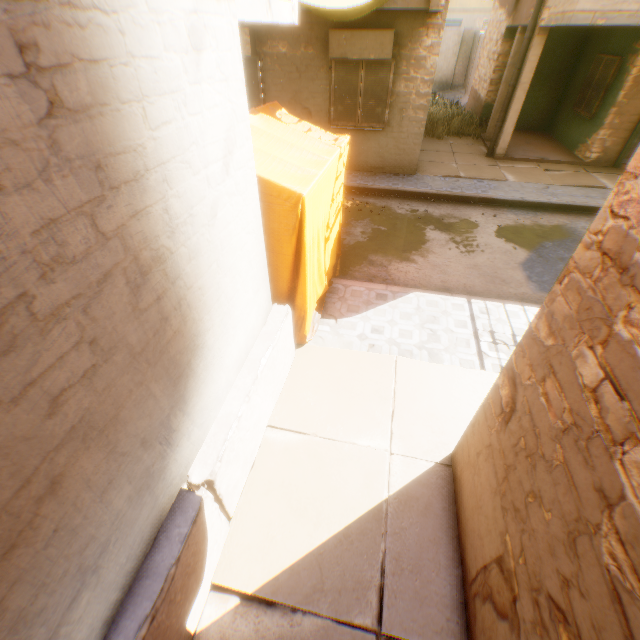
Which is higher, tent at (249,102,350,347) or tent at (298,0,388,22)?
tent at (298,0,388,22)

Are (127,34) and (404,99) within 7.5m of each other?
no

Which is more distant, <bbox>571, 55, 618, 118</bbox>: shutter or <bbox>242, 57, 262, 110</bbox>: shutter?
<bbox>571, 55, 618, 118</bbox>: shutter

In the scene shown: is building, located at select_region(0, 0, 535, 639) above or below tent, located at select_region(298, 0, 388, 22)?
below

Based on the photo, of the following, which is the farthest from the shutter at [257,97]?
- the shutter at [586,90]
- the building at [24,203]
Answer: the shutter at [586,90]

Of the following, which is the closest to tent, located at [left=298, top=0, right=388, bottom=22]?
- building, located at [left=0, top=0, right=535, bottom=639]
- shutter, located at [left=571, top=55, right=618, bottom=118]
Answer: building, located at [left=0, top=0, right=535, bottom=639]

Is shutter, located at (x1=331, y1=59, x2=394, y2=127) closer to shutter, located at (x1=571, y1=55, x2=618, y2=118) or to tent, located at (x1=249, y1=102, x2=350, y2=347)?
tent, located at (x1=249, y1=102, x2=350, y2=347)

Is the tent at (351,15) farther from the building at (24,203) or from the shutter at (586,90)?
the shutter at (586,90)
